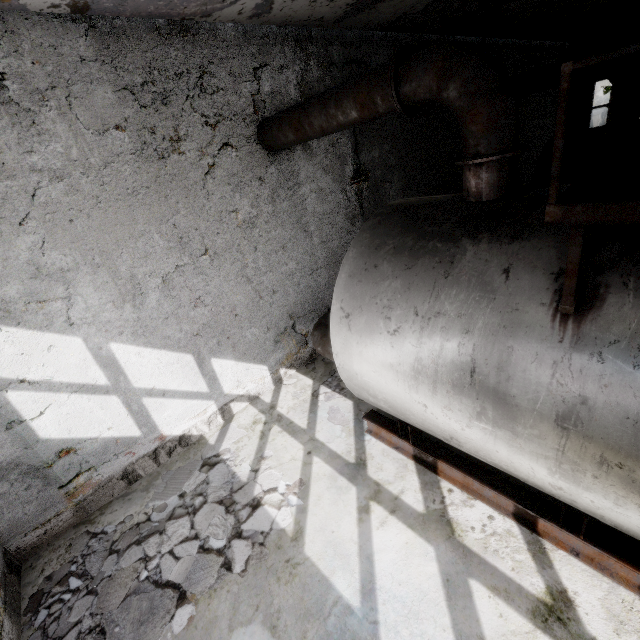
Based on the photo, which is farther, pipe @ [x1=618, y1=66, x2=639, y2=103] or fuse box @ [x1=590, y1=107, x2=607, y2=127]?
fuse box @ [x1=590, y1=107, x2=607, y2=127]

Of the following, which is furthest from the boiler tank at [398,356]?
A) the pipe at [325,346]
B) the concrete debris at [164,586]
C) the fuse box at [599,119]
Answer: the fuse box at [599,119]

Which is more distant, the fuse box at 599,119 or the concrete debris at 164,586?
the fuse box at 599,119

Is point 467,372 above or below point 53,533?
above

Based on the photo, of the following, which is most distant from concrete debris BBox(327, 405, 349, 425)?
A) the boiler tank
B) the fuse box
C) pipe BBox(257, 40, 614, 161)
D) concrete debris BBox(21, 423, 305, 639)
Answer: the fuse box

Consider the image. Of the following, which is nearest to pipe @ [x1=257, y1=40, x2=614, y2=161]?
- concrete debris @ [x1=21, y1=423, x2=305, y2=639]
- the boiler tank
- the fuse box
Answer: the fuse box

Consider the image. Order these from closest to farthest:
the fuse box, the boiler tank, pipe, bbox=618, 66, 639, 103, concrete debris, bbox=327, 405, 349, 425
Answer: the boiler tank → concrete debris, bbox=327, 405, 349, 425 → pipe, bbox=618, 66, 639, 103 → the fuse box
